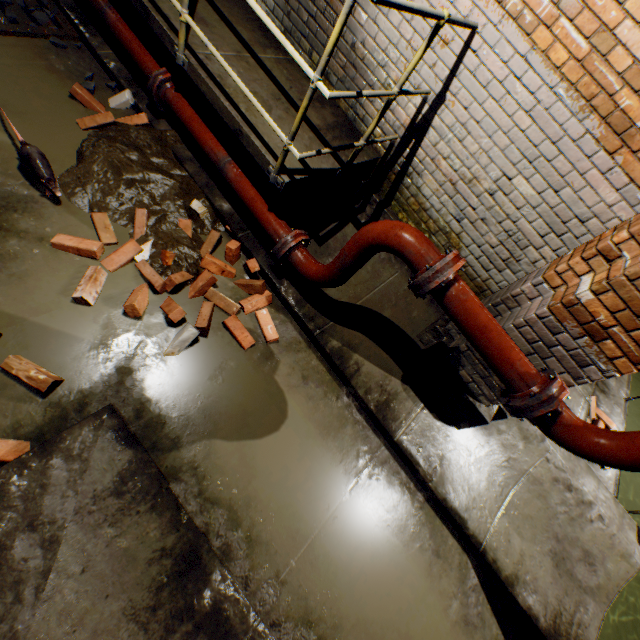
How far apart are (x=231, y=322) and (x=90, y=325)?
1.03m

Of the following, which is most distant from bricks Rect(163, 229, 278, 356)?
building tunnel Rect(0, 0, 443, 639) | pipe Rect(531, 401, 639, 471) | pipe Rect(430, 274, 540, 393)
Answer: pipe Rect(531, 401, 639, 471)

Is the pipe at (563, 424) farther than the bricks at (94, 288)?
No

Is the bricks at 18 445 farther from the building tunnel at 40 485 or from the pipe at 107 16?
the pipe at 107 16

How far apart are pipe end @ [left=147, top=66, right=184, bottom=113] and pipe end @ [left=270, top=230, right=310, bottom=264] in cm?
184

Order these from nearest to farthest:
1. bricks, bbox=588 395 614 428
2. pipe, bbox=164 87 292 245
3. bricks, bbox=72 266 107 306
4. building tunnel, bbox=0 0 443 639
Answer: building tunnel, bbox=0 0 443 639
bricks, bbox=72 266 107 306
pipe, bbox=164 87 292 245
bricks, bbox=588 395 614 428

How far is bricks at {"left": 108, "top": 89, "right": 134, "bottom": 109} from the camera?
3.3m

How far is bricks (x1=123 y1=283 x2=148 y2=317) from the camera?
2.5m
